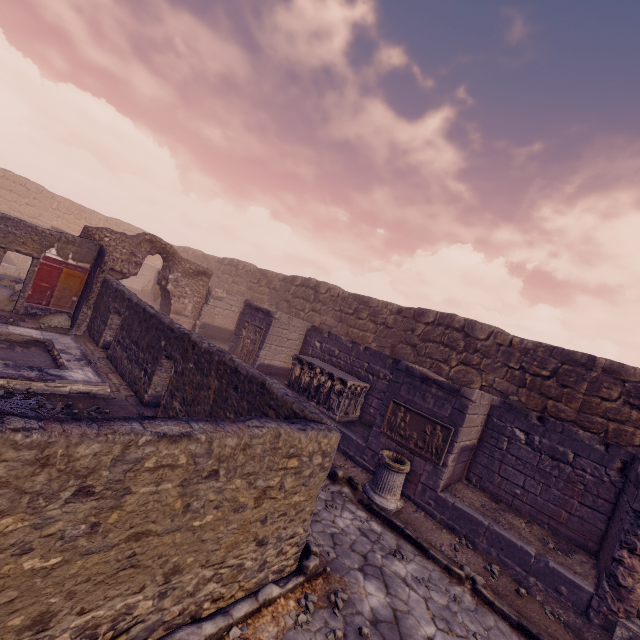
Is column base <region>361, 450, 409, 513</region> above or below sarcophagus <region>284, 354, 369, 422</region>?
below

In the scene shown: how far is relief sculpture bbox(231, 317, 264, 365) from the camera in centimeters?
1162cm

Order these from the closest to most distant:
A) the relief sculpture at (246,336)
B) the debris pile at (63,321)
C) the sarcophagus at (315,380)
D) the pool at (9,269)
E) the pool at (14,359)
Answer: the pool at (14,359) < the sarcophagus at (315,380) < the debris pile at (63,321) < the relief sculpture at (246,336) < the pool at (9,269)

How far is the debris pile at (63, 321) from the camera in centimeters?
985cm

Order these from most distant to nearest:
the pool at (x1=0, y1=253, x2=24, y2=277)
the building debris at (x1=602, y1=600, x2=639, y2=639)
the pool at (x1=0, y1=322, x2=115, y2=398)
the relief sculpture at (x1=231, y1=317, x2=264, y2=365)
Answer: the pool at (x1=0, y1=253, x2=24, y2=277), the relief sculpture at (x1=231, y1=317, x2=264, y2=365), the pool at (x1=0, y1=322, x2=115, y2=398), the building debris at (x1=602, y1=600, x2=639, y2=639)

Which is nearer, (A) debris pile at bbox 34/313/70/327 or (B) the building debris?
(B) the building debris

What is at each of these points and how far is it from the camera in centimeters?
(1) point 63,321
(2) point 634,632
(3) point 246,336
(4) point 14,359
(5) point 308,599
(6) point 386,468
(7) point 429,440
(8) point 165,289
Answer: (1) debris pile, 1016cm
(2) building debris, 462cm
(3) relief sculpture, 1207cm
(4) pool, 679cm
(5) stone, 369cm
(6) column base, 672cm
(7) relief sculpture, 714cm
(8) wall arch, 1367cm

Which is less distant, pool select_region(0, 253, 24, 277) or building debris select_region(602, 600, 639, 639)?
building debris select_region(602, 600, 639, 639)
